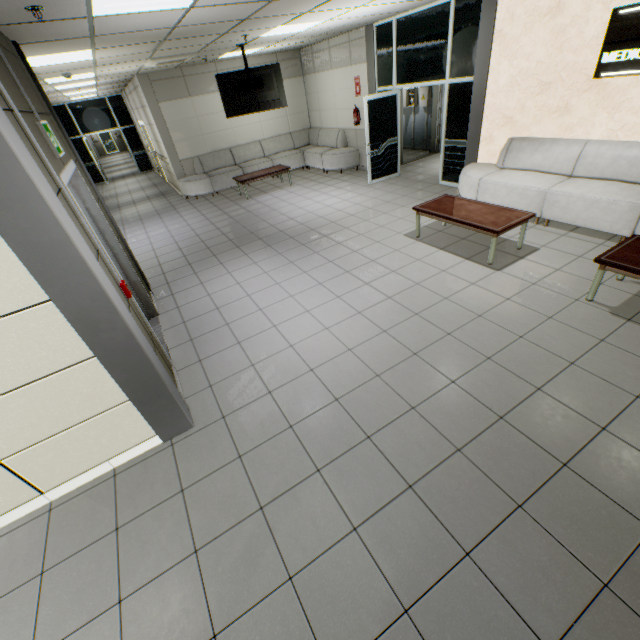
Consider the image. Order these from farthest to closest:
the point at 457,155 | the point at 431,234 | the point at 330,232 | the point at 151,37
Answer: the point at 457,155
the point at 330,232
the point at 431,234
the point at 151,37

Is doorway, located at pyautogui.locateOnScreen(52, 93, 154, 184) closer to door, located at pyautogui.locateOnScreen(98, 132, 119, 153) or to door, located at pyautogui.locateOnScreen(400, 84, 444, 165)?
door, located at pyautogui.locateOnScreen(400, 84, 444, 165)

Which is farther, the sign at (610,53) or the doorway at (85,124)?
the doorway at (85,124)

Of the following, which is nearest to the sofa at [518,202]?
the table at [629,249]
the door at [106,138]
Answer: the table at [629,249]

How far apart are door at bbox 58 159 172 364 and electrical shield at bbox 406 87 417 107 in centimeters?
1018cm

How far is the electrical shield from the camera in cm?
1013

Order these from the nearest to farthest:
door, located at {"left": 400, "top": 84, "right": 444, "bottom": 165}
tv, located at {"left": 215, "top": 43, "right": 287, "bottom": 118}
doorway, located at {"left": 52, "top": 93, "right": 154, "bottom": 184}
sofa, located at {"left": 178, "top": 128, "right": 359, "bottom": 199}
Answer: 1. tv, located at {"left": 215, "top": 43, "right": 287, "bottom": 118}
2. door, located at {"left": 400, "top": 84, "right": 444, "bottom": 165}
3. sofa, located at {"left": 178, "top": 128, "right": 359, "bottom": 199}
4. doorway, located at {"left": 52, "top": 93, "right": 154, "bottom": 184}

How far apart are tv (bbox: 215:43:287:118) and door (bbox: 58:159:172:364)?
5.06m
